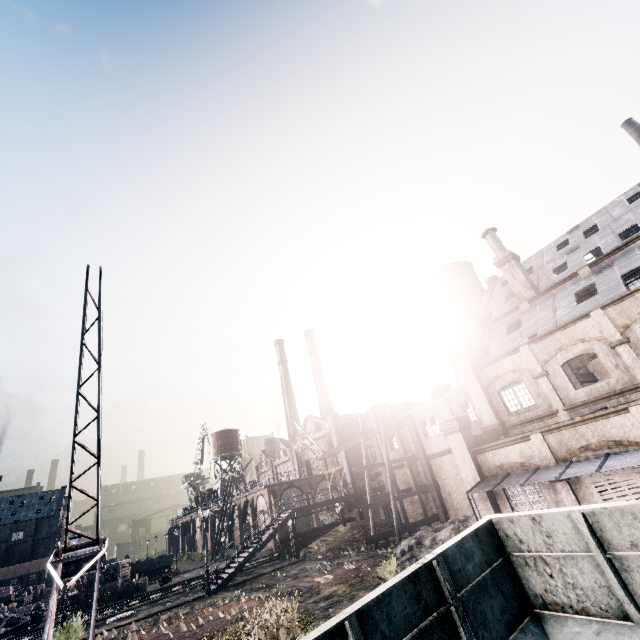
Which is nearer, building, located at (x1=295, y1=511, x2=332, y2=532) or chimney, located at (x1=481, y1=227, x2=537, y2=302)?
chimney, located at (x1=481, y1=227, x2=537, y2=302)

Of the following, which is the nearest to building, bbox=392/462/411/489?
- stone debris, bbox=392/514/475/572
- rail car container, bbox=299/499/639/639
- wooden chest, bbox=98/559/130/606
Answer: stone debris, bbox=392/514/475/572

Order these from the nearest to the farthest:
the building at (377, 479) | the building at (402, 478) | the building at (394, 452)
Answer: the building at (402, 478), the building at (394, 452), the building at (377, 479)

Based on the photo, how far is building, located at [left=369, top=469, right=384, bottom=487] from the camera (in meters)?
37.94

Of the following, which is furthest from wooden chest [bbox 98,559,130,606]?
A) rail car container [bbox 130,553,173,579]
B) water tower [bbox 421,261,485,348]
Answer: water tower [bbox 421,261,485,348]

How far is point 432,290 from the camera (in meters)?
42.47

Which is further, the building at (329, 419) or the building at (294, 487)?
the building at (329, 419)

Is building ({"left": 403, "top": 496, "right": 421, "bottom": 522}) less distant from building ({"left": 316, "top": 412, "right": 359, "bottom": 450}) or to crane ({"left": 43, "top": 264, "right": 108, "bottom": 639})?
building ({"left": 316, "top": 412, "right": 359, "bottom": 450})
